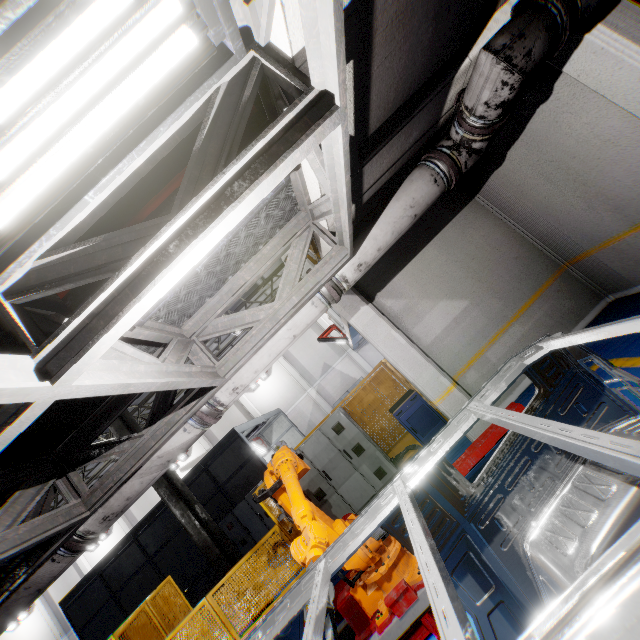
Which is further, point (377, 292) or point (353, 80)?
point (377, 292)

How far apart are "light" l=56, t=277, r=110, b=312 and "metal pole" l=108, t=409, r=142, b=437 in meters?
7.0

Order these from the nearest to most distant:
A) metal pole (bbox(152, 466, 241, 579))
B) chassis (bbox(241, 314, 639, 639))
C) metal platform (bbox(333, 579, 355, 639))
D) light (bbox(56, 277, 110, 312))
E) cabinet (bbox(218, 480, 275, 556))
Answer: chassis (bbox(241, 314, 639, 639)) < light (bbox(56, 277, 110, 312)) < metal platform (bbox(333, 579, 355, 639)) < metal pole (bbox(152, 466, 241, 579)) < cabinet (bbox(218, 480, 275, 556))

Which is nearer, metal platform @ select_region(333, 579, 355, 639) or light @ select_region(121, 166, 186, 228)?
light @ select_region(121, 166, 186, 228)

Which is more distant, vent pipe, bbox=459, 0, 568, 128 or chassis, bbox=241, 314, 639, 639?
vent pipe, bbox=459, 0, 568, 128

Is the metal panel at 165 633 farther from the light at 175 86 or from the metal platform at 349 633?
the light at 175 86

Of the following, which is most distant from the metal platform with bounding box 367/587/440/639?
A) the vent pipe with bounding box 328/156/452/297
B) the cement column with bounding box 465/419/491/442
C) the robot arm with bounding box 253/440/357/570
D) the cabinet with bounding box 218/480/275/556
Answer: the cabinet with bounding box 218/480/275/556

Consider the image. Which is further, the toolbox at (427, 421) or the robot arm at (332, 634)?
the toolbox at (427, 421)
